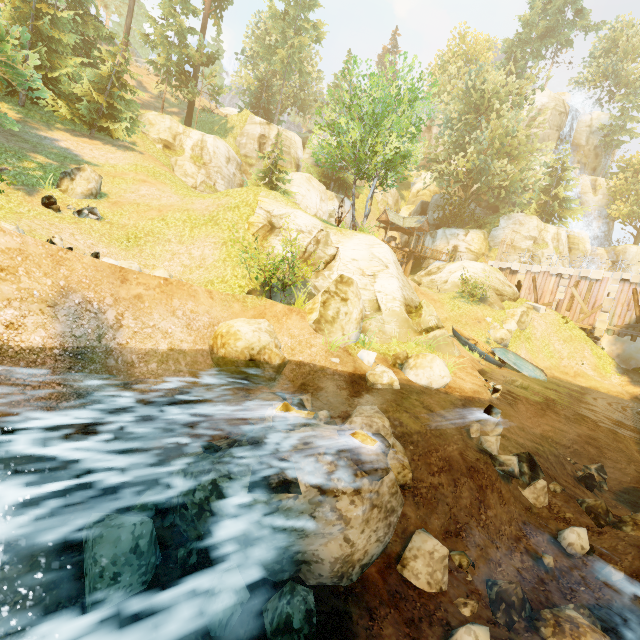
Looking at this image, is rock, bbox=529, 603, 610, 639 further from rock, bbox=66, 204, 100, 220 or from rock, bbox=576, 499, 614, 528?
rock, bbox=66, 204, 100, 220

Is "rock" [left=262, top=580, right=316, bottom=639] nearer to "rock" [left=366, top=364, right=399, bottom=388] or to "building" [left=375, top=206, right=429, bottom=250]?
"rock" [left=366, top=364, right=399, bottom=388]

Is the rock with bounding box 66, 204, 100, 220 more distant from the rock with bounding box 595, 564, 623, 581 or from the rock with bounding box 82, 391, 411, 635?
the rock with bounding box 595, 564, 623, 581

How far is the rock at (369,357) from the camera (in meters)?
11.03

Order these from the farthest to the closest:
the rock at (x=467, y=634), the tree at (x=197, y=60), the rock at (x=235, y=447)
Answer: the tree at (x=197, y=60) < the rock at (x=467, y=634) < the rock at (x=235, y=447)

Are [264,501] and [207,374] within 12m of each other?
yes

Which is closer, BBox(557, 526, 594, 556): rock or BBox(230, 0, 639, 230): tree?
BBox(557, 526, 594, 556): rock

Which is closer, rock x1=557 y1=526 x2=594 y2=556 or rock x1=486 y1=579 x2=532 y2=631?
rock x1=486 y1=579 x2=532 y2=631
